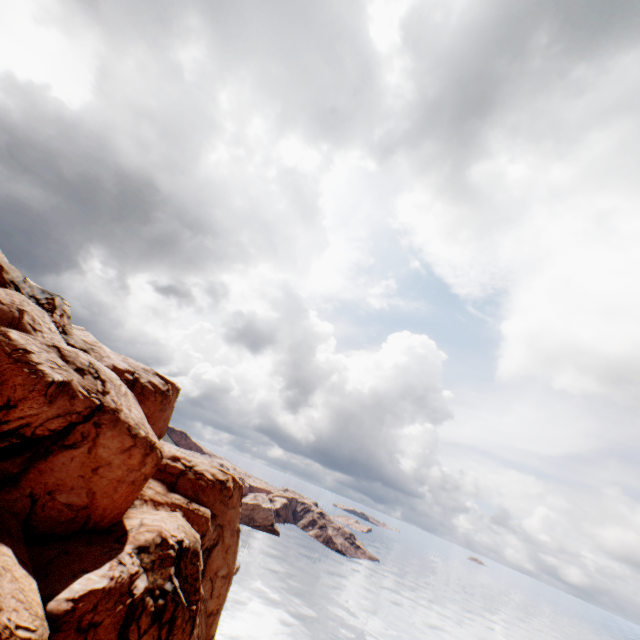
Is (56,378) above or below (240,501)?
above
